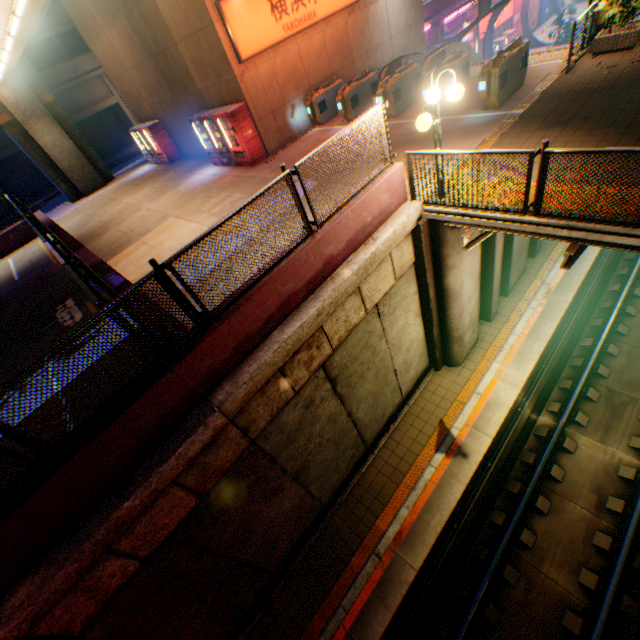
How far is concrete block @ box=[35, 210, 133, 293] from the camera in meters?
7.2 m

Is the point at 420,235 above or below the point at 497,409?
above

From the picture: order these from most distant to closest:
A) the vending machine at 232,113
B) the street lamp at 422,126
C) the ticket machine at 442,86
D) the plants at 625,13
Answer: the vending machine at 232,113 < the ticket machine at 442,86 < the plants at 625,13 < the street lamp at 422,126

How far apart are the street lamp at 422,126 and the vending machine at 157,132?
17.0 meters

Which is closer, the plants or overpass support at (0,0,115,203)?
the plants

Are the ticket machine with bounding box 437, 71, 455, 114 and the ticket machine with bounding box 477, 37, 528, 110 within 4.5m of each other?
yes

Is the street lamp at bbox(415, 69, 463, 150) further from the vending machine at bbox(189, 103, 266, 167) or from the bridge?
the vending machine at bbox(189, 103, 266, 167)

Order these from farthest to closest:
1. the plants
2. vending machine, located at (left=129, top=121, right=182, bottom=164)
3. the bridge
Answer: vending machine, located at (left=129, top=121, right=182, bottom=164)
the plants
the bridge
